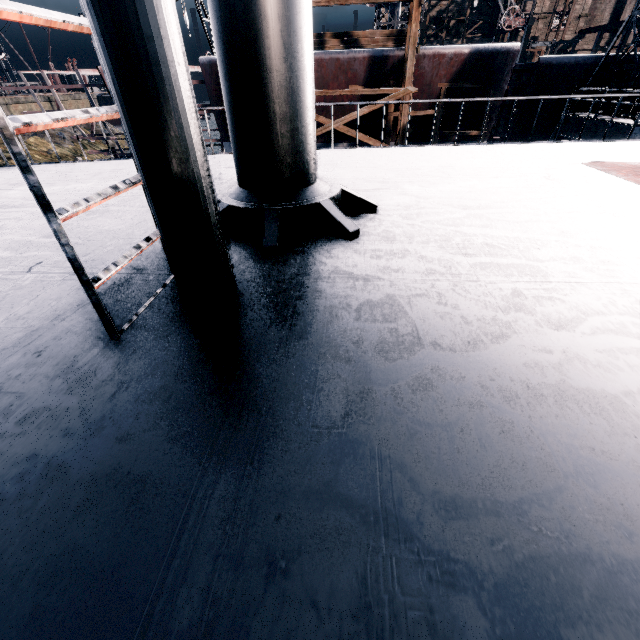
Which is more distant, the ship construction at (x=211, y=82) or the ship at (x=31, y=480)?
the ship construction at (x=211, y=82)

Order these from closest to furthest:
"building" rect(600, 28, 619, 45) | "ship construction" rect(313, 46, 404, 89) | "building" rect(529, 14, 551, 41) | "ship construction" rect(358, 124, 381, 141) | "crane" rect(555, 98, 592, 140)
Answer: "crane" rect(555, 98, 592, 140) → "ship construction" rect(313, 46, 404, 89) → "ship construction" rect(358, 124, 381, 141) → "building" rect(600, 28, 619, 45) → "building" rect(529, 14, 551, 41)

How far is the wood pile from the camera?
25.42m

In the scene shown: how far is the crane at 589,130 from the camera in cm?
1549

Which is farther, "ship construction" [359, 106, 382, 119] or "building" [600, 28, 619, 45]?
"building" [600, 28, 619, 45]

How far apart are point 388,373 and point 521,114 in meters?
25.6

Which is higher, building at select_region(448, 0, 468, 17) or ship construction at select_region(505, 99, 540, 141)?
building at select_region(448, 0, 468, 17)
